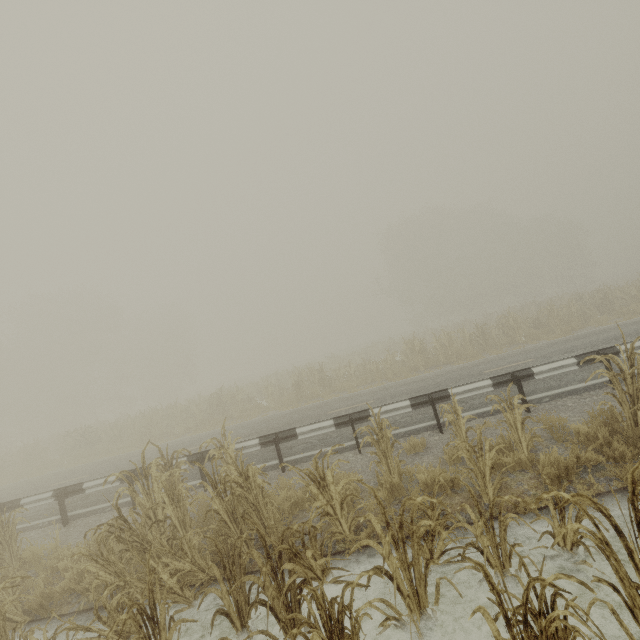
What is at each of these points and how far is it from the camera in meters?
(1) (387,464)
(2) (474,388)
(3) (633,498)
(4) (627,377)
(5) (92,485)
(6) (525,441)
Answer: (1) tree, 5.6 m
(2) guardrail, 7.8 m
(3) tree, 2.5 m
(4) tree, 4.9 m
(5) guardrail, 8.7 m
(6) tree, 5.4 m

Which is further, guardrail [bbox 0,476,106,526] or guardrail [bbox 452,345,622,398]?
guardrail [bbox 0,476,106,526]

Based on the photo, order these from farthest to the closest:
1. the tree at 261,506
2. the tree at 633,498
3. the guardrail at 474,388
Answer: the guardrail at 474,388 → the tree at 261,506 → the tree at 633,498

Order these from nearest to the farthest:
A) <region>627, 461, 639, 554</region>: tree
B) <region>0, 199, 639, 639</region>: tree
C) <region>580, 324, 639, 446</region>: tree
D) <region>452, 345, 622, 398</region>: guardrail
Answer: <region>627, 461, 639, 554</region>: tree → <region>0, 199, 639, 639</region>: tree → <region>580, 324, 639, 446</region>: tree → <region>452, 345, 622, 398</region>: guardrail

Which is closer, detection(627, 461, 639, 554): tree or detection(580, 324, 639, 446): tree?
detection(627, 461, 639, 554): tree

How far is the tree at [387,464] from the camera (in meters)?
5.39

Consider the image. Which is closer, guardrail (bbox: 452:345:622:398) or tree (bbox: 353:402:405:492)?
tree (bbox: 353:402:405:492)

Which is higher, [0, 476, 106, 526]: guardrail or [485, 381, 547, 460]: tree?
[0, 476, 106, 526]: guardrail
